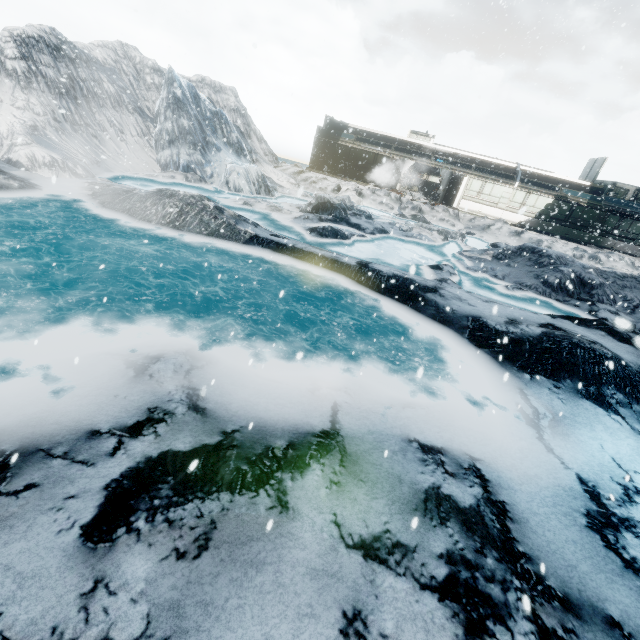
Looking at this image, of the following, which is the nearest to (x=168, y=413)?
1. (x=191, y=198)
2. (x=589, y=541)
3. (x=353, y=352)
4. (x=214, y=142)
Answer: (x=353, y=352)
